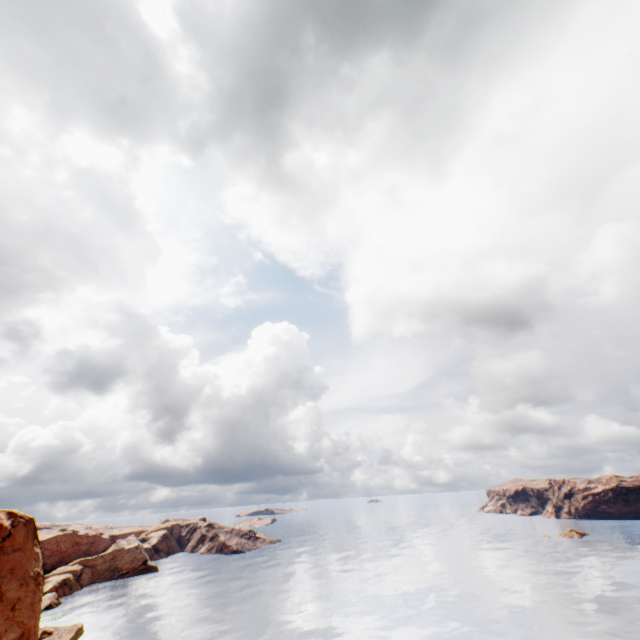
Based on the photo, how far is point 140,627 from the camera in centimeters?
5475cm
